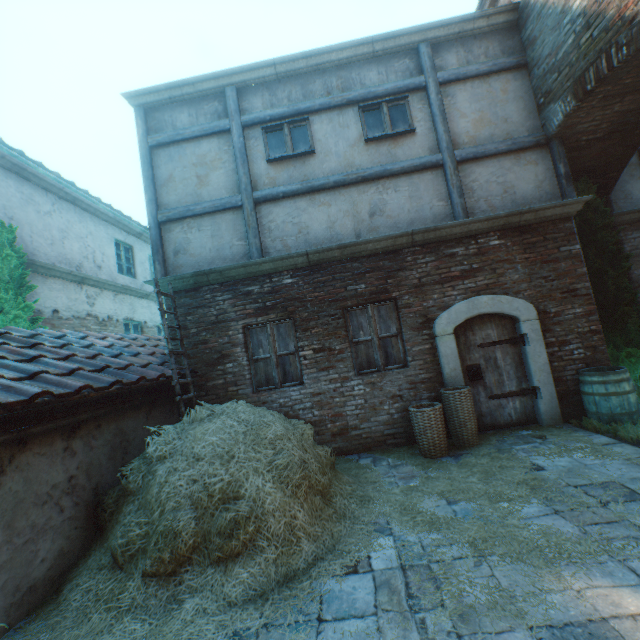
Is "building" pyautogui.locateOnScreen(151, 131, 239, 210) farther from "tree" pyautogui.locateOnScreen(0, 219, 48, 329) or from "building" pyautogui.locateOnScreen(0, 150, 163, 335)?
"building" pyautogui.locateOnScreen(0, 150, 163, 335)

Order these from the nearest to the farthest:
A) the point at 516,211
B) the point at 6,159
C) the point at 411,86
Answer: the point at 516,211
the point at 411,86
the point at 6,159

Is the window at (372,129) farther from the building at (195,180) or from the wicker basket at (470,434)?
the wicker basket at (470,434)

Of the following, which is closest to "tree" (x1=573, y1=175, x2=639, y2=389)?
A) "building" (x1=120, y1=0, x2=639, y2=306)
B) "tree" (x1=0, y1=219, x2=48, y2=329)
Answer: "building" (x1=120, y1=0, x2=639, y2=306)

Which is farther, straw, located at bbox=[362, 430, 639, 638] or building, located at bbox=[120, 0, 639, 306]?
building, located at bbox=[120, 0, 639, 306]

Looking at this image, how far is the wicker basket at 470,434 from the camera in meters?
5.2

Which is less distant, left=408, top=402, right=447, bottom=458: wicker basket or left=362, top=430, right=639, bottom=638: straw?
left=362, top=430, right=639, bottom=638: straw

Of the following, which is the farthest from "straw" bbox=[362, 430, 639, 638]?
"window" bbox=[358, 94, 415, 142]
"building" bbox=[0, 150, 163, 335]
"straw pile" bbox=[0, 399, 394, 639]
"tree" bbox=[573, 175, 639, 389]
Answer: "building" bbox=[0, 150, 163, 335]
